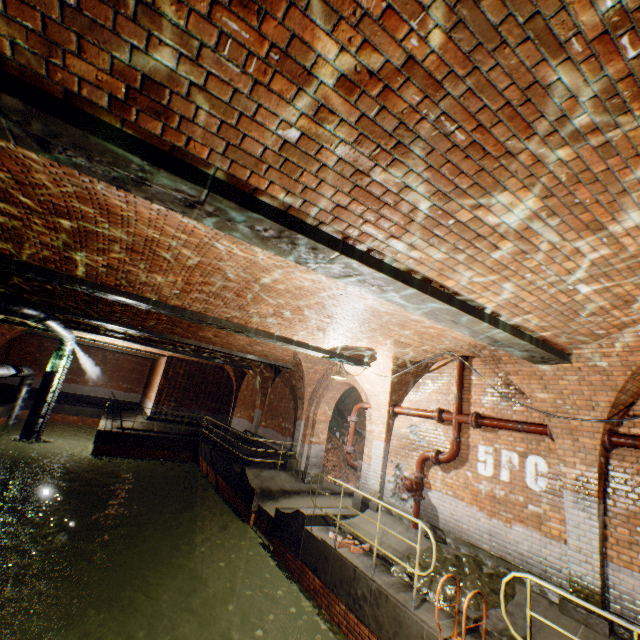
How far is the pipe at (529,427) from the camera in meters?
6.2 m

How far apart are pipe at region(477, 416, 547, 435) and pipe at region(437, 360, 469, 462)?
0.2 meters

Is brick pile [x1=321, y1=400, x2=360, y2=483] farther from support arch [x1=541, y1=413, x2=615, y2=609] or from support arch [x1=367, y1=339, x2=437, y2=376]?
support arch [x1=541, y1=413, x2=615, y2=609]

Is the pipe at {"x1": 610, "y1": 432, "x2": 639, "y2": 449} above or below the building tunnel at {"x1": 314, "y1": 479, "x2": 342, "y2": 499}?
above

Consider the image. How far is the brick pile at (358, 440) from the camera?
16.2 meters

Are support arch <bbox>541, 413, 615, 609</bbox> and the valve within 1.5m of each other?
no

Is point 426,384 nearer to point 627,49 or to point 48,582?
point 627,49

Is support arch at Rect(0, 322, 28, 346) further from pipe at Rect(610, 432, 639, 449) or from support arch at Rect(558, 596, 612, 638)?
pipe at Rect(610, 432, 639, 449)
